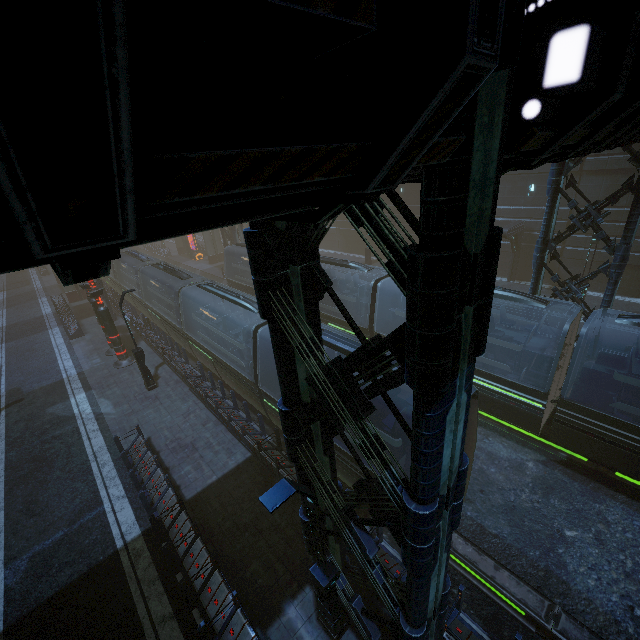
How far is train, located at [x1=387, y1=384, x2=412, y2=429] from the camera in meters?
9.1 m

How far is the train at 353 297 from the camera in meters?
16.5 m

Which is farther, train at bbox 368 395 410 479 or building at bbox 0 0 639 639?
train at bbox 368 395 410 479

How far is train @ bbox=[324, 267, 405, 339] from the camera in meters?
16.5 m

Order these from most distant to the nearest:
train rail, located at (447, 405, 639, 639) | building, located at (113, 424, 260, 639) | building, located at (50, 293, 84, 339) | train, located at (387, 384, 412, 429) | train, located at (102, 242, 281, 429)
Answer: building, located at (50, 293, 84, 339), train, located at (102, 242, 281, 429), train, located at (387, 384, 412, 429), train rail, located at (447, 405, 639, 639), building, located at (113, 424, 260, 639)

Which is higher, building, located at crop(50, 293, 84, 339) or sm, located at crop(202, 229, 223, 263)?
sm, located at crop(202, 229, 223, 263)

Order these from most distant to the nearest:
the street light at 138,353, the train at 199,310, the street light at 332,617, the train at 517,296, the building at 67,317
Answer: the building at 67,317, the street light at 138,353, the train at 199,310, the train at 517,296, the street light at 332,617

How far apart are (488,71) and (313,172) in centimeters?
77cm
